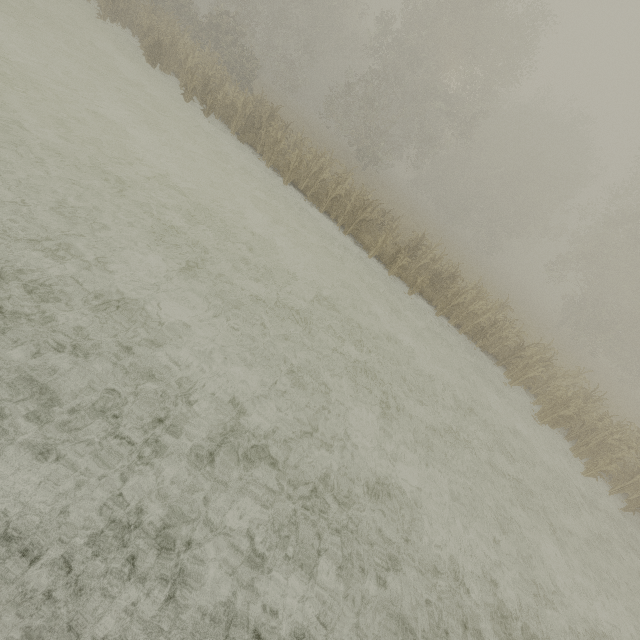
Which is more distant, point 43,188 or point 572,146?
point 572,146
